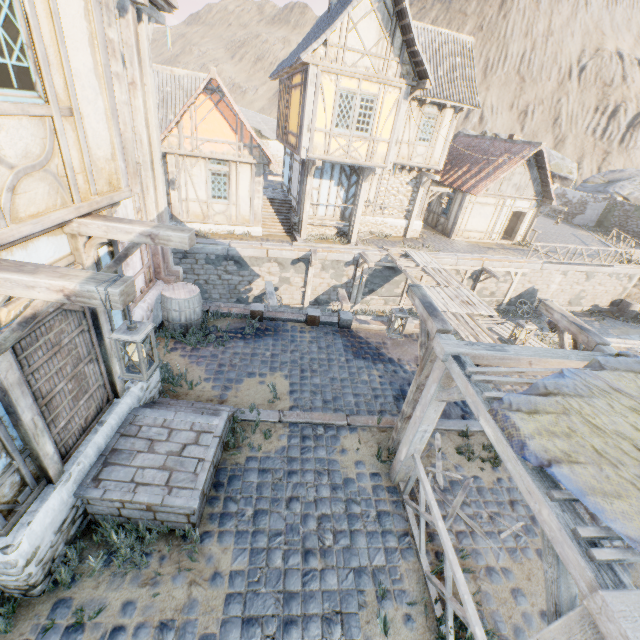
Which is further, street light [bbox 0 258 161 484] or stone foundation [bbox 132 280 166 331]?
stone foundation [bbox 132 280 166 331]

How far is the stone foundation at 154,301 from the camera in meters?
7.6

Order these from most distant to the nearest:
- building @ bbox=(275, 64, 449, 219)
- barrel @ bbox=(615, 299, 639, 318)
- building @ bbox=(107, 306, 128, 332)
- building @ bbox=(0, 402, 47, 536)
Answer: barrel @ bbox=(615, 299, 639, 318), building @ bbox=(275, 64, 449, 219), building @ bbox=(107, 306, 128, 332), building @ bbox=(0, 402, 47, 536)

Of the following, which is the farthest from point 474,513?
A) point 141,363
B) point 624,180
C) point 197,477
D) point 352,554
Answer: point 624,180

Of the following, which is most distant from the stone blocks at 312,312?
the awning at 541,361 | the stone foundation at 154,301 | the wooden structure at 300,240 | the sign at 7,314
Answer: the sign at 7,314

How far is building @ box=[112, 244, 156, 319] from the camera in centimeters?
710cm

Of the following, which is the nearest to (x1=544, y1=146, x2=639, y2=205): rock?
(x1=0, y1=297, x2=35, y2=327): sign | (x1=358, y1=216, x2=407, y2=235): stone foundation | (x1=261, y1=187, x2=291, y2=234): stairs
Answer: (x1=0, y1=297, x2=35, y2=327): sign

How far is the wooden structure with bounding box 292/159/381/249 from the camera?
14.6 meters
